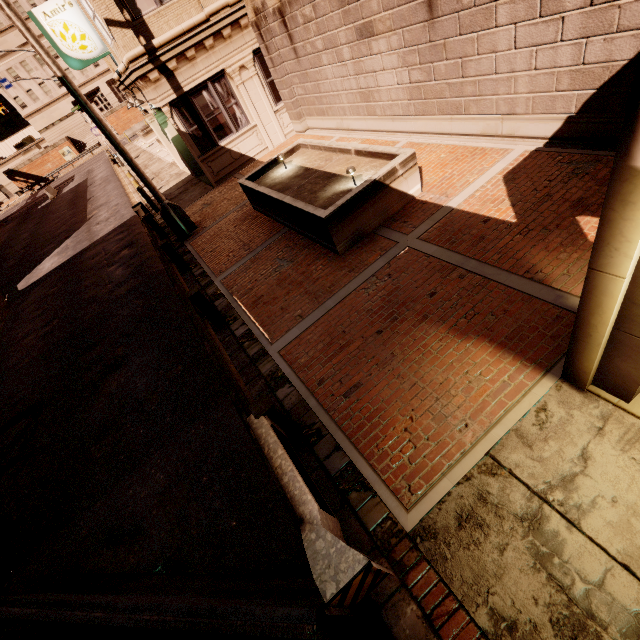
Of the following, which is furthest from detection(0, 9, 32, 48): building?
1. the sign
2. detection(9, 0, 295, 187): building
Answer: the sign

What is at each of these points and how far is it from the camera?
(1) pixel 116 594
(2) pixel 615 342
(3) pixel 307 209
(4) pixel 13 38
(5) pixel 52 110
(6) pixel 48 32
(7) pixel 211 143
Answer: (1) barrier, 3.8 meters
(2) building, 2.9 meters
(3) planter, 6.8 meters
(4) building, 50.9 meters
(5) building, 56.0 meters
(6) sign, 11.5 meters
(7) building, 13.1 meters

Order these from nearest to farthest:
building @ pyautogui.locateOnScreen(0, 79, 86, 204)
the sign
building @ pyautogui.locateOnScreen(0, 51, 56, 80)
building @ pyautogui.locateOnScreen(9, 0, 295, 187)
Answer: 1. building @ pyautogui.locateOnScreen(9, 0, 295, 187)
2. the sign
3. building @ pyautogui.locateOnScreen(0, 51, 56, 80)
4. building @ pyautogui.locateOnScreen(0, 79, 86, 204)

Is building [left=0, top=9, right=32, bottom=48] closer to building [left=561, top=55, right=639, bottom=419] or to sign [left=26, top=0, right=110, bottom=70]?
building [left=561, top=55, right=639, bottom=419]

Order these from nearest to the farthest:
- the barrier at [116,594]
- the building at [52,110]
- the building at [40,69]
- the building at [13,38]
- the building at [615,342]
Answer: the building at [615,342] → the barrier at [116,594] → the building at [13,38] → the building at [40,69] → the building at [52,110]

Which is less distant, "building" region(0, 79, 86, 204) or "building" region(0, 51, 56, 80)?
"building" region(0, 51, 56, 80)

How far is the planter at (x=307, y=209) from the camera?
6.6 meters

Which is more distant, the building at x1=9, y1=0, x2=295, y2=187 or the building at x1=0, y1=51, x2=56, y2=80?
the building at x1=0, y1=51, x2=56, y2=80
